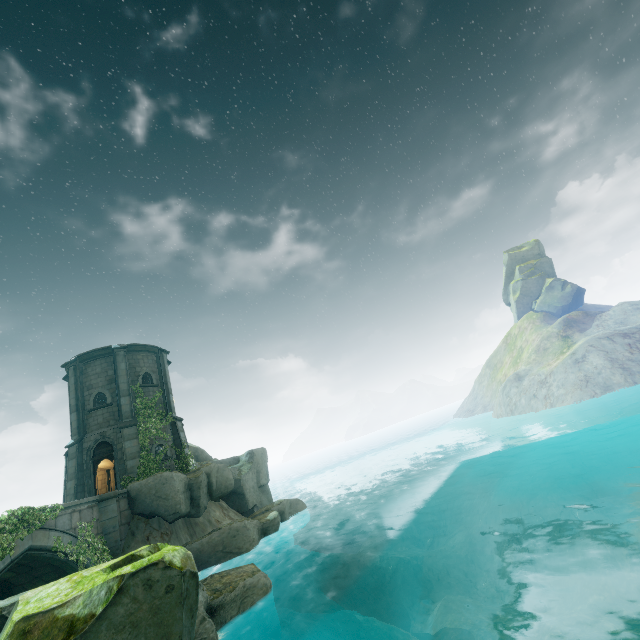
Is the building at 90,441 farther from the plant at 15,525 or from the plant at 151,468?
the plant at 15,525

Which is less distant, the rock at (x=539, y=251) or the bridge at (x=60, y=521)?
the bridge at (x=60, y=521)

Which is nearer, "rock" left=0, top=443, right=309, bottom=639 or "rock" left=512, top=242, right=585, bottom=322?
"rock" left=0, top=443, right=309, bottom=639

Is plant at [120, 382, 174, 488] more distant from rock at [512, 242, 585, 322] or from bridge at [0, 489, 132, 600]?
rock at [512, 242, 585, 322]

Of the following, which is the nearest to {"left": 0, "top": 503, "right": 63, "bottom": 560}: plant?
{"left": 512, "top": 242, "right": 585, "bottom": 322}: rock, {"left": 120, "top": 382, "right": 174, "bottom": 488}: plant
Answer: {"left": 120, "top": 382, "right": 174, "bottom": 488}: plant

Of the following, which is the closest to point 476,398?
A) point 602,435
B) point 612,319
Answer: point 612,319

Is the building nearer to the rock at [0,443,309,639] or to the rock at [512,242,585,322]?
the rock at [0,443,309,639]

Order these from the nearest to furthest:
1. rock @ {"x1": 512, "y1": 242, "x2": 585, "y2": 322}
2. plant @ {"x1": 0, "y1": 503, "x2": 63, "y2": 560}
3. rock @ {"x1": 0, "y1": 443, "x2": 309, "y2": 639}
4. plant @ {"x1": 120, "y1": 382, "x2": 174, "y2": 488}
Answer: rock @ {"x1": 0, "y1": 443, "x2": 309, "y2": 639} < plant @ {"x1": 0, "y1": 503, "x2": 63, "y2": 560} < plant @ {"x1": 120, "y1": 382, "x2": 174, "y2": 488} < rock @ {"x1": 512, "y1": 242, "x2": 585, "y2": 322}
